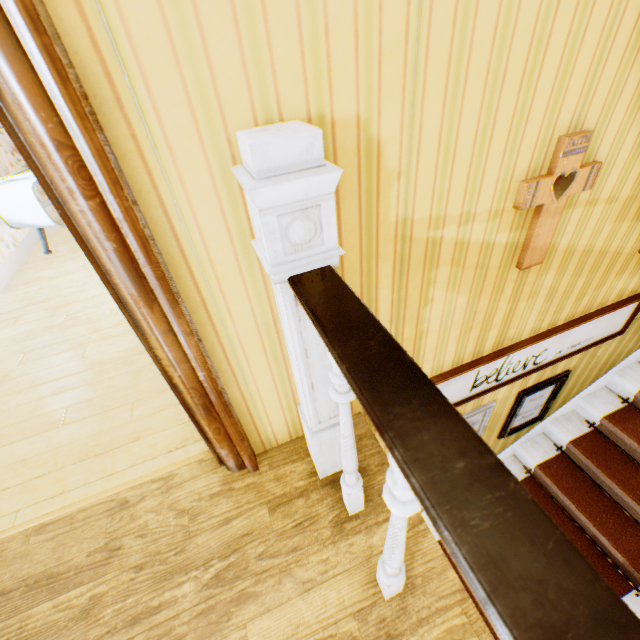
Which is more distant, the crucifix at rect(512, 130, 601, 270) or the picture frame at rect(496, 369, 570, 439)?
the picture frame at rect(496, 369, 570, 439)

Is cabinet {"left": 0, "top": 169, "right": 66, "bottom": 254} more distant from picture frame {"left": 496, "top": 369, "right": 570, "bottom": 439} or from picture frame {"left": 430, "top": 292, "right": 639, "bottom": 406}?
picture frame {"left": 496, "top": 369, "right": 570, "bottom": 439}

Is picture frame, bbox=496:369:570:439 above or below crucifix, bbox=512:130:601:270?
below

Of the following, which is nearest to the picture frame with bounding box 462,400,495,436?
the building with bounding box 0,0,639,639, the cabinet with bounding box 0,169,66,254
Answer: the building with bounding box 0,0,639,639

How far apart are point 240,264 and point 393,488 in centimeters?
85cm

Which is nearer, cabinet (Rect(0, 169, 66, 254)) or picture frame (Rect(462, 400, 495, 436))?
picture frame (Rect(462, 400, 495, 436))

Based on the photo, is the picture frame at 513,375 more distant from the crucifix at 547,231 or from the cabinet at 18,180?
the cabinet at 18,180

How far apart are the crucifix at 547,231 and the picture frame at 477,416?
1.37m
